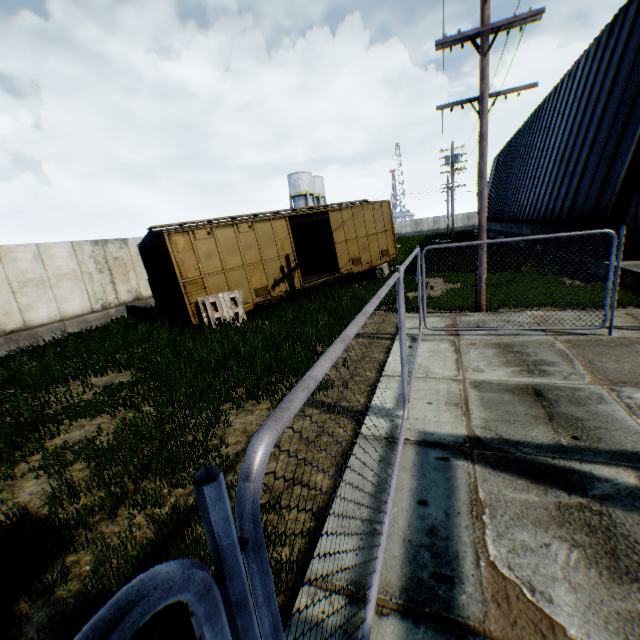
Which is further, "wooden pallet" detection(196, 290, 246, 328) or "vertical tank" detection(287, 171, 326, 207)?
"vertical tank" detection(287, 171, 326, 207)

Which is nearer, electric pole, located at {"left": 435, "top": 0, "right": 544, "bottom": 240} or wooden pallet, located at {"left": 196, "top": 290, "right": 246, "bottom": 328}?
electric pole, located at {"left": 435, "top": 0, "right": 544, "bottom": 240}

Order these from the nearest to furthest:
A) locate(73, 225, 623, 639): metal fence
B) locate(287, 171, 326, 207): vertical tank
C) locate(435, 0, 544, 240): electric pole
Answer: locate(73, 225, 623, 639): metal fence → locate(435, 0, 544, 240): electric pole → locate(287, 171, 326, 207): vertical tank

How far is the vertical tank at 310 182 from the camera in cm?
5077

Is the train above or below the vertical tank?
below

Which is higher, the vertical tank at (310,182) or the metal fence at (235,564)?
the vertical tank at (310,182)

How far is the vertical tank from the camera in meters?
50.8

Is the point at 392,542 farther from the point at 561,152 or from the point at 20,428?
the point at 561,152
